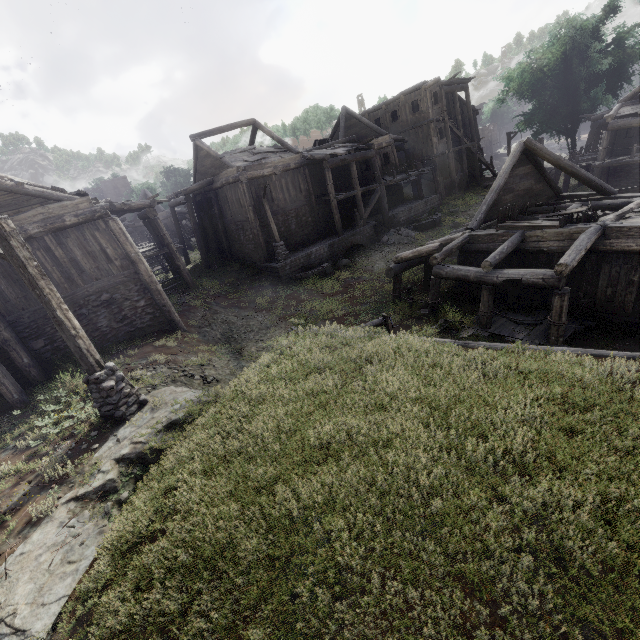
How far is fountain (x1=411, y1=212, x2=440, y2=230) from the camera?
24.45m

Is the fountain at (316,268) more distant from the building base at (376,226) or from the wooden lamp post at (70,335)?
the wooden lamp post at (70,335)

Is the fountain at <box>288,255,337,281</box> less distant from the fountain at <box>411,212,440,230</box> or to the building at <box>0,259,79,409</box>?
the building at <box>0,259,79,409</box>

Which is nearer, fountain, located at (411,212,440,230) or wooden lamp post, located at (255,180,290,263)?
wooden lamp post, located at (255,180,290,263)

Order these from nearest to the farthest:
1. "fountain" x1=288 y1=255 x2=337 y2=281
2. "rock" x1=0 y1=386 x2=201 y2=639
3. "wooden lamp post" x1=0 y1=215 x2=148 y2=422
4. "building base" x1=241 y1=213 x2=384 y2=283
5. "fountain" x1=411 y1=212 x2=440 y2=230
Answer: "rock" x1=0 y1=386 x2=201 y2=639
"wooden lamp post" x1=0 y1=215 x2=148 y2=422
"fountain" x1=288 y1=255 x2=337 y2=281
"building base" x1=241 y1=213 x2=384 y2=283
"fountain" x1=411 y1=212 x2=440 y2=230

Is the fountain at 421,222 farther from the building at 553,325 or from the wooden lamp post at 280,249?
the wooden lamp post at 280,249

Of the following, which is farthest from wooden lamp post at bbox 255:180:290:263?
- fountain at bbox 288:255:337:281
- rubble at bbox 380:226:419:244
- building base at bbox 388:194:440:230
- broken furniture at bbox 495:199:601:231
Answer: broken furniture at bbox 495:199:601:231

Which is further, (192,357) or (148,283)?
(148,283)
